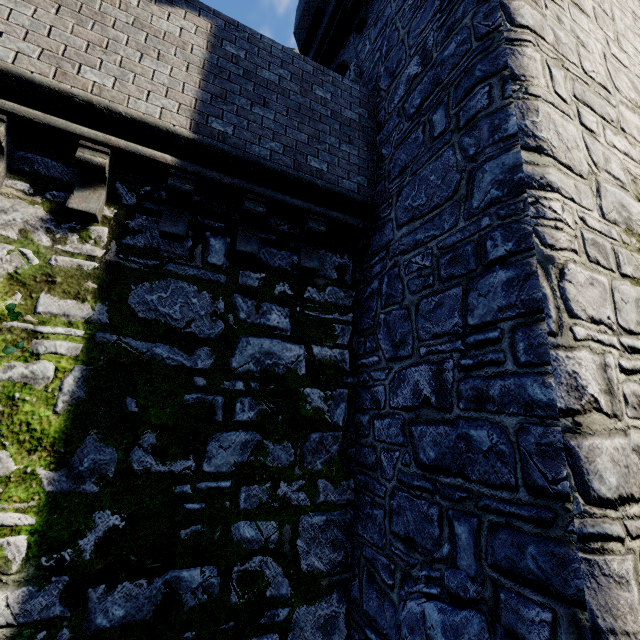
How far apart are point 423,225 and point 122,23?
4.8m
